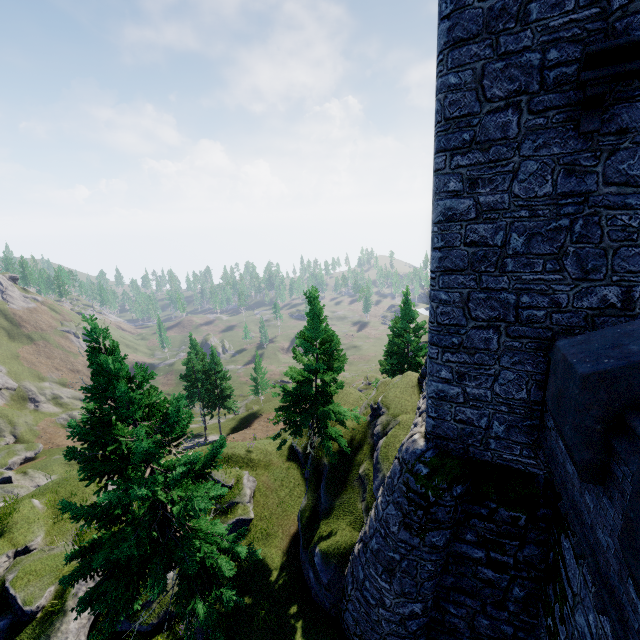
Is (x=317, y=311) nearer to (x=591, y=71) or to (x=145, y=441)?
(x=145, y=441)

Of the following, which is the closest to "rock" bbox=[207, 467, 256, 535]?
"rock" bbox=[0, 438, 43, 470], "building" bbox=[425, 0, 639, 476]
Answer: "building" bbox=[425, 0, 639, 476]

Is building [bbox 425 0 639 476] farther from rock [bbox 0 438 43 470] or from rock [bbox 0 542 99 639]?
rock [bbox 0 438 43 470]

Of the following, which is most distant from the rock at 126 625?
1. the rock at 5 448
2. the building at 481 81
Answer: the rock at 5 448

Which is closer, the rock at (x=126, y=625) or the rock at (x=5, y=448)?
the rock at (x=126, y=625)

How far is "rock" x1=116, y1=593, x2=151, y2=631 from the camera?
12.4m

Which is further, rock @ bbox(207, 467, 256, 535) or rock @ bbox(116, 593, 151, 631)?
rock @ bbox(207, 467, 256, 535)
